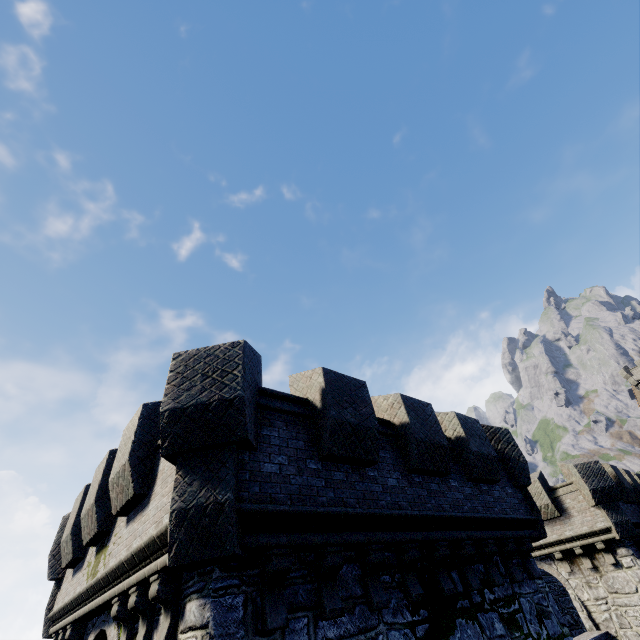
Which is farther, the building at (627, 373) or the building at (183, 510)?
the building at (627, 373)

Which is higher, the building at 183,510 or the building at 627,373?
the building at 627,373

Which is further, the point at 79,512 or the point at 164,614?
the point at 79,512

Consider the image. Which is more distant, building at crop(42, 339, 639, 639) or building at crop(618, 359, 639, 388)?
building at crop(618, 359, 639, 388)

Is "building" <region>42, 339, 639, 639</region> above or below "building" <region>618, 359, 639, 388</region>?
below
